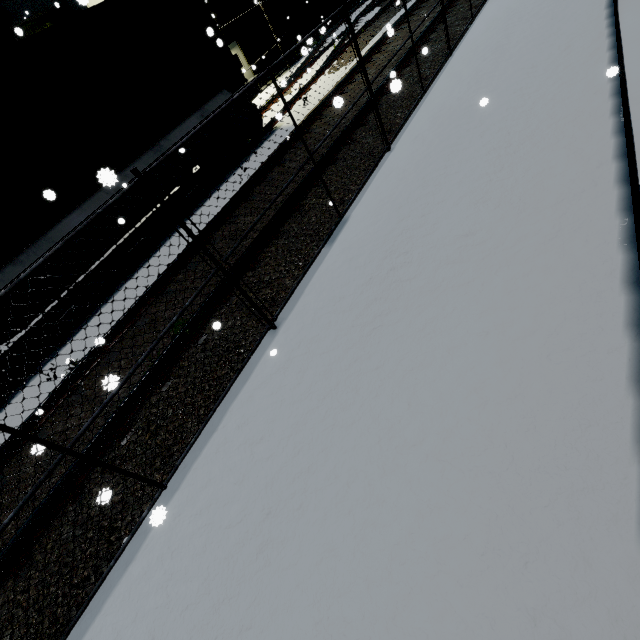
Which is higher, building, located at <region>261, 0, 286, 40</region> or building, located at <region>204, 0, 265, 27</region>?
building, located at <region>204, 0, 265, 27</region>

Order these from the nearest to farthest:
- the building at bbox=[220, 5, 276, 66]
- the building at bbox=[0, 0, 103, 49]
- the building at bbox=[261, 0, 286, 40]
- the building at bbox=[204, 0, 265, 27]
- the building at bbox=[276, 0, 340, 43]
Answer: the building at bbox=[0, 0, 103, 49] → the building at bbox=[204, 0, 265, 27] → the building at bbox=[220, 5, 276, 66] → the building at bbox=[261, 0, 286, 40] → the building at bbox=[276, 0, 340, 43]

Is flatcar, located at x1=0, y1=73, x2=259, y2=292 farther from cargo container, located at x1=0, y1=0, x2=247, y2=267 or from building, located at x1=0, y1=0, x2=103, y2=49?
building, located at x1=0, y1=0, x2=103, y2=49

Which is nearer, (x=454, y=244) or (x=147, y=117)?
(x=454, y=244)

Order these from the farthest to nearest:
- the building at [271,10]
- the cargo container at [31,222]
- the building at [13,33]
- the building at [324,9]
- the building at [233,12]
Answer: the building at [324,9], the building at [271,10], the building at [233,12], the building at [13,33], the cargo container at [31,222]

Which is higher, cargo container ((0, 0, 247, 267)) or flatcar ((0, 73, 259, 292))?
cargo container ((0, 0, 247, 267))

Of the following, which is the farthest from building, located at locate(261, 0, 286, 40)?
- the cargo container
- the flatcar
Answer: the flatcar

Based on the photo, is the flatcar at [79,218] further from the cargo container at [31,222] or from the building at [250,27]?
the building at [250,27]
